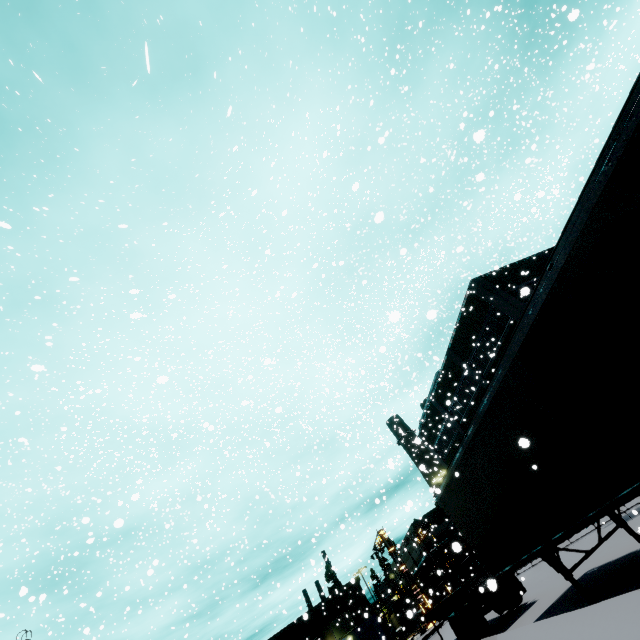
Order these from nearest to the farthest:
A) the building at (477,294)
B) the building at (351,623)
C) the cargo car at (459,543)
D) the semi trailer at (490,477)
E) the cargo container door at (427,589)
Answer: the cargo car at (459,543) < the semi trailer at (490,477) < the building at (477,294) < the cargo container door at (427,589) < the building at (351,623)

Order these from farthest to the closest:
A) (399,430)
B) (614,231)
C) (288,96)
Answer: (399,430) < (288,96) < (614,231)

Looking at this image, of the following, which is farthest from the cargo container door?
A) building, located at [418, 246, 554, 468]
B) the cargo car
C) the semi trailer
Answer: the semi trailer

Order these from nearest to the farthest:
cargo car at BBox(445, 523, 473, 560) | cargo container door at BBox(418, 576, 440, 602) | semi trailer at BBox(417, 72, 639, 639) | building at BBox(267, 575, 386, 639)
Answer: cargo car at BBox(445, 523, 473, 560)
semi trailer at BBox(417, 72, 639, 639)
cargo container door at BBox(418, 576, 440, 602)
building at BBox(267, 575, 386, 639)

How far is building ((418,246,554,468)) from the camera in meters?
24.7

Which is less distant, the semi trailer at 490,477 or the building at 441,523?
the semi trailer at 490,477

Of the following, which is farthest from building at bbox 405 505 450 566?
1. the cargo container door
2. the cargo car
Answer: the cargo container door

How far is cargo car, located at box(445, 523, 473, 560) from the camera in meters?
3.0 m
